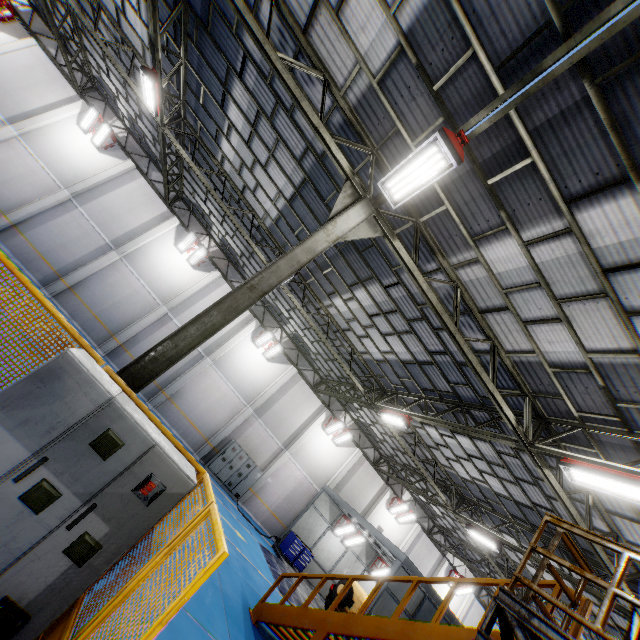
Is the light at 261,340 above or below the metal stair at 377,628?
above

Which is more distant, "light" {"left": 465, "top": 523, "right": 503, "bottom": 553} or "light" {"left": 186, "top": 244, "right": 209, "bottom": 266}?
"light" {"left": 186, "top": 244, "right": 209, "bottom": 266}

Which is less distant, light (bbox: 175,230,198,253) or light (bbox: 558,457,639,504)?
light (bbox: 558,457,639,504)

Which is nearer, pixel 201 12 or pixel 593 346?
pixel 593 346

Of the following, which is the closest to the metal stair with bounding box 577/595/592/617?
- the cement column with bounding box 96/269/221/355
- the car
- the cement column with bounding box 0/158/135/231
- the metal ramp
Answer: the metal ramp

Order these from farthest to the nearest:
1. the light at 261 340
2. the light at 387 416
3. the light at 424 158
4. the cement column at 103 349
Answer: the light at 261 340, the cement column at 103 349, the light at 387 416, the light at 424 158

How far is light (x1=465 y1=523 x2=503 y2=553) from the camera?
14.3 meters

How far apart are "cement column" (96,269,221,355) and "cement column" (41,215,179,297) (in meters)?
3.31
